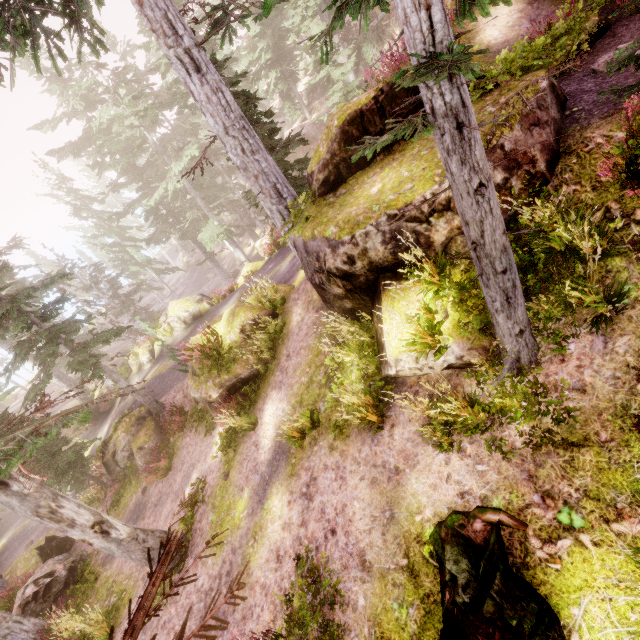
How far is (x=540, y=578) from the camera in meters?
3.3

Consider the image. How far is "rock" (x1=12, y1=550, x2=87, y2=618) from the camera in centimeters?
1212cm

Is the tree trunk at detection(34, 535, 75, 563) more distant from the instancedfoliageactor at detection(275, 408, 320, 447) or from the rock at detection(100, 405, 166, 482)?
the rock at detection(100, 405, 166, 482)

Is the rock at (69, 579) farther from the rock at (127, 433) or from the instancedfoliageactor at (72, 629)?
the rock at (127, 433)

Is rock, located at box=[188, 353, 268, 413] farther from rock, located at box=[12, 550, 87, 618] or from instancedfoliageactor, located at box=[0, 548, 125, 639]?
rock, located at box=[12, 550, 87, 618]

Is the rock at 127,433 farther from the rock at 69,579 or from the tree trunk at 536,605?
the rock at 69,579

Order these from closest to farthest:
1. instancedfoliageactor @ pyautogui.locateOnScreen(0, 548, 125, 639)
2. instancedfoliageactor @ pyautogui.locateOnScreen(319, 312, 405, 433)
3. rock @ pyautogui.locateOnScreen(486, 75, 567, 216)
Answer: rock @ pyautogui.locateOnScreen(486, 75, 567, 216) → instancedfoliageactor @ pyautogui.locateOnScreen(319, 312, 405, 433) → instancedfoliageactor @ pyautogui.locateOnScreen(0, 548, 125, 639)
